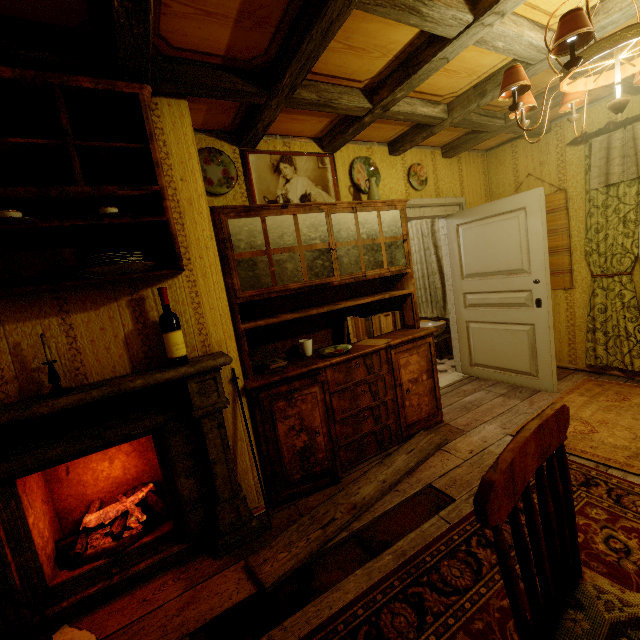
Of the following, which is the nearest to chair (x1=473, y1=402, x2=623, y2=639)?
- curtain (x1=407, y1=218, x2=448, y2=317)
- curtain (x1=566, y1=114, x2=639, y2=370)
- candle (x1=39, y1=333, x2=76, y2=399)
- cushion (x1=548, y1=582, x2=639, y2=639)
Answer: cushion (x1=548, y1=582, x2=639, y2=639)

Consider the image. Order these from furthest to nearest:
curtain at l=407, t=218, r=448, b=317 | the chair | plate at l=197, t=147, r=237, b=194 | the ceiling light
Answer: curtain at l=407, t=218, r=448, b=317 < plate at l=197, t=147, r=237, b=194 < the ceiling light < the chair

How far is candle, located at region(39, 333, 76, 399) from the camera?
1.6 meters

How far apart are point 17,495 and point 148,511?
0.8 meters

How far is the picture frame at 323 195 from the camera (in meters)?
2.78

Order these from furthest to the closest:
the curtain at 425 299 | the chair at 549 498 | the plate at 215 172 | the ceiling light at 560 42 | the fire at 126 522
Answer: the curtain at 425 299 → the plate at 215 172 → the fire at 126 522 → the ceiling light at 560 42 → the chair at 549 498

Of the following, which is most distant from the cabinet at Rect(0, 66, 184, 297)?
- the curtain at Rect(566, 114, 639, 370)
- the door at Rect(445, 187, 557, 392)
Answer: the curtain at Rect(566, 114, 639, 370)

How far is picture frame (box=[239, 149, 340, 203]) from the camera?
2.8m
